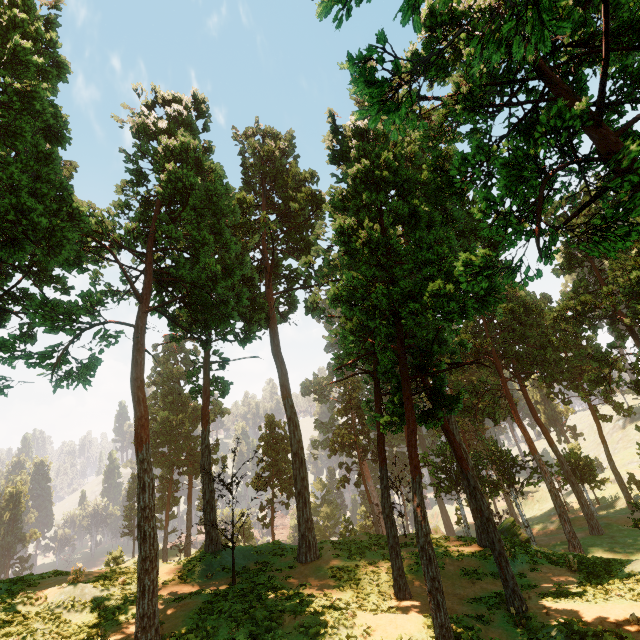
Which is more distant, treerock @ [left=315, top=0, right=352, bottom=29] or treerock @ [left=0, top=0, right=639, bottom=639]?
treerock @ [left=0, top=0, right=639, bottom=639]

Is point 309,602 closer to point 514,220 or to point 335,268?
point 335,268

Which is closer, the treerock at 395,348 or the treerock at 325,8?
the treerock at 325,8
